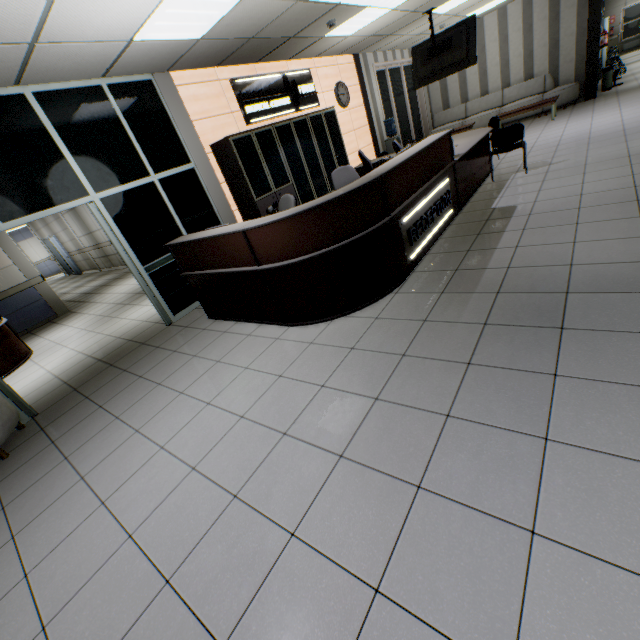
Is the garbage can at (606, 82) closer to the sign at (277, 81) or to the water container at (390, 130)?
the water container at (390, 130)

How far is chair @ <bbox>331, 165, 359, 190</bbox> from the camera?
5.3 meters

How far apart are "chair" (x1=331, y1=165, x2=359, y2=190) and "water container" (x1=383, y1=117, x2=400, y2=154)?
5.4m

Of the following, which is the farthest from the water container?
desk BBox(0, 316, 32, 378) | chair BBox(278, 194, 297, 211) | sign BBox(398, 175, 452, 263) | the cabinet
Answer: desk BBox(0, 316, 32, 378)

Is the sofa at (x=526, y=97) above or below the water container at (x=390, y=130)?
below

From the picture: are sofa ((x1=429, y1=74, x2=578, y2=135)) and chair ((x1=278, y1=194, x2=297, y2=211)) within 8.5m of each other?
no

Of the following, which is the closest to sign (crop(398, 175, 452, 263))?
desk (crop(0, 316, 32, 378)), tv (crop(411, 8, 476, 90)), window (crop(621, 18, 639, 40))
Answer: tv (crop(411, 8, 476, 90))

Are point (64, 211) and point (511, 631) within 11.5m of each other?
no
